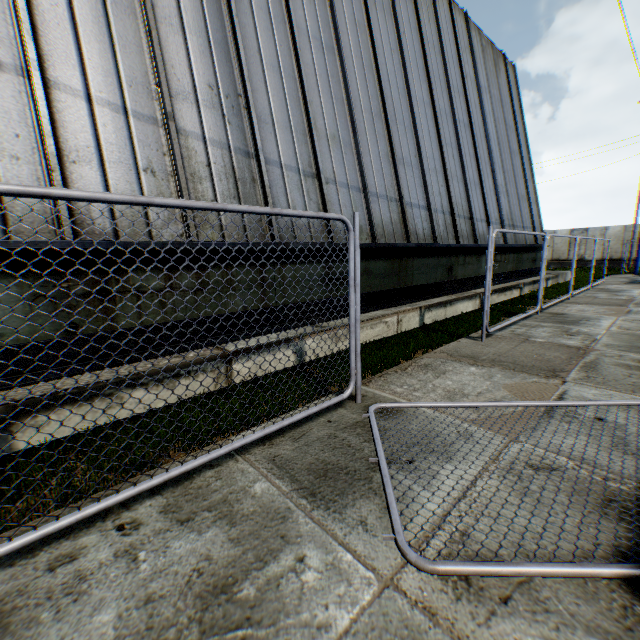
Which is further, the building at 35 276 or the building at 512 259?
the building at 512 259

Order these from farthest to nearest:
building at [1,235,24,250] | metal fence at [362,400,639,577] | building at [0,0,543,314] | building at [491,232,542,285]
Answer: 1. building at [491,232,542,285]
2. building at [0,0,543,314]
3. building at [1,235,24,250]
4. metal fence at [362,400,639,577]

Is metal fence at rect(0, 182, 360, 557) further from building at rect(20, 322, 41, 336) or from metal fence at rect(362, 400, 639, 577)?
Result: building at rect(20, 322, 41, 336)

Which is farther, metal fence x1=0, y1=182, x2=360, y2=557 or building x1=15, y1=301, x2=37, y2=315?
building x1=15, y1=301, x2=37, y2=315

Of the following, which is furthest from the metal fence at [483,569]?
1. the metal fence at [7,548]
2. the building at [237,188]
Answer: the building at [237,188]

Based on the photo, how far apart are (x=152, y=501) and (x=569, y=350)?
6.6m
